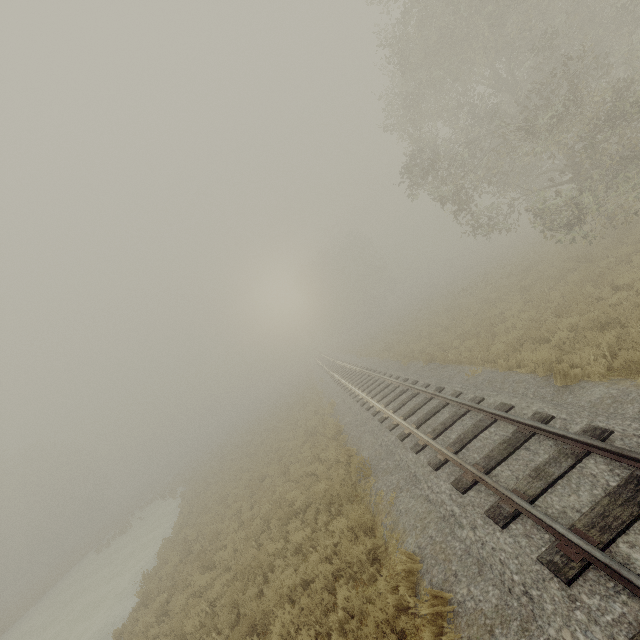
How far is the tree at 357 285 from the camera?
56.9m

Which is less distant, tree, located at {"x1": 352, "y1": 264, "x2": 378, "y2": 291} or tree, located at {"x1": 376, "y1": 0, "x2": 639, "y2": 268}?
tree, located at {"x1": 376, "y1": 0, "x2": 639, "y2": 268}

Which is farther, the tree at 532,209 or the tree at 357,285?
the tree at 357,285

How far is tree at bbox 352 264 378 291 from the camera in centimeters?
5694cm

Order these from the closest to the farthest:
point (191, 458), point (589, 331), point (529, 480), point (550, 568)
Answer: point (550, 568) < point (529, 480) < point (589, 331) < point (191, 458)
